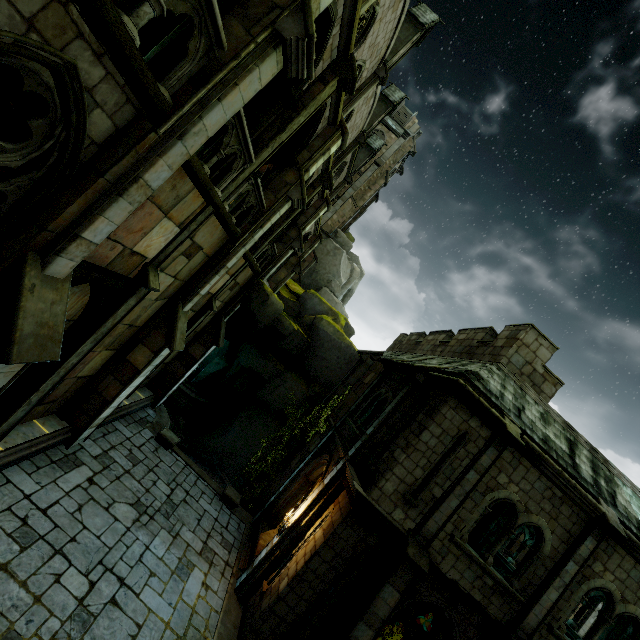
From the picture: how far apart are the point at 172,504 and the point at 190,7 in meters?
13.7 m

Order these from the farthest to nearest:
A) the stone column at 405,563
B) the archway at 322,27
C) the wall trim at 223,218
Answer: the stone column at 405,563 < the archway at 322,27 < the wall trim at 223,218

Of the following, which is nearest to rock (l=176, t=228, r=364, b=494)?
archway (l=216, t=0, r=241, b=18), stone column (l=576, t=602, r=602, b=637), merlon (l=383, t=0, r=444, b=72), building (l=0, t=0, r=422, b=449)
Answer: building (l=0, t=0, r=422, b=449)

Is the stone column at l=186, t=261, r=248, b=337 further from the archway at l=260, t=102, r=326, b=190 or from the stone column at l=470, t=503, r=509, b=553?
the stone column at l=470, t=503, r=509, b=553

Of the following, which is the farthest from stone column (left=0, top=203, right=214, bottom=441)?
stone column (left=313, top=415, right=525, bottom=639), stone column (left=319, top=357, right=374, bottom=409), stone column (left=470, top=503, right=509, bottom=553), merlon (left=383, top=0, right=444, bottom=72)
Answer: stone column (left=470, top=503, right=509, bottom=553)

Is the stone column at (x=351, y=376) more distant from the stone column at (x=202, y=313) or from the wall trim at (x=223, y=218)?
the wall trim at (x=223, y=218)

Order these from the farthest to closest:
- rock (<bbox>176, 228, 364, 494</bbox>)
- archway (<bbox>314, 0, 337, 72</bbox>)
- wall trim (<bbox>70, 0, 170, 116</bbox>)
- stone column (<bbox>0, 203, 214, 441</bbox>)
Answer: rock (<bbox>176, 228, 364, 494</bbox>) < stone column (<bbox>0, 203, 214, 441</bbox>) < archway (<bbox>314, 0, 337, 72</bbox>) < wall trim (<bbox>70, 0, 170, 116</bbox>)

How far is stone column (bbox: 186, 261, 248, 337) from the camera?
13.9 meters
